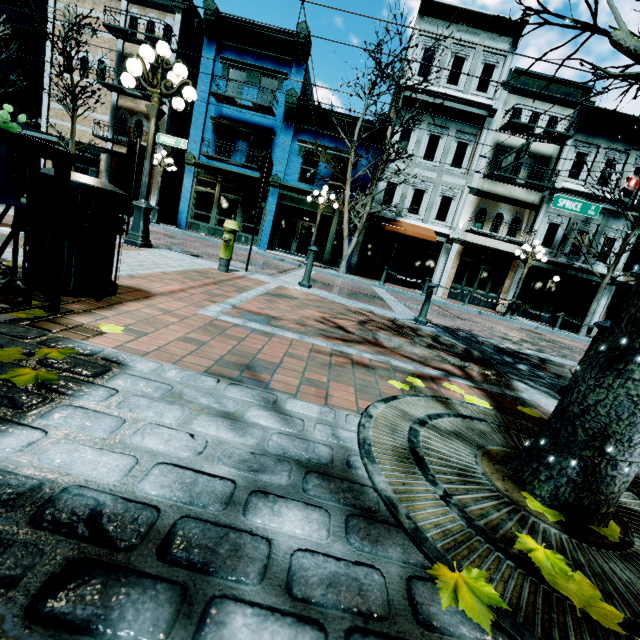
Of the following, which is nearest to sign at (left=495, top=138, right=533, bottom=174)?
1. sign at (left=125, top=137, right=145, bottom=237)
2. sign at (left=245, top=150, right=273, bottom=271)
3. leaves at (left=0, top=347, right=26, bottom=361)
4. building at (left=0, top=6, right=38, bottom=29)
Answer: sign at (left=245, top=150, right=273, bottom=271)

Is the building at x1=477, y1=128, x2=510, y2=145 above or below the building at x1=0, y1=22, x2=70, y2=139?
above

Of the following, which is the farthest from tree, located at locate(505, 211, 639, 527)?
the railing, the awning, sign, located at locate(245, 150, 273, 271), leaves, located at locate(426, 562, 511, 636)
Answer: the awning

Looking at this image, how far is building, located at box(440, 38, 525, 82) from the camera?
16.52m

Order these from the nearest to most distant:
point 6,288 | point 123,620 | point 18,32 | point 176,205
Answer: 1. point 123,620
2. point 6,288
3. point 18,32
4. point 176,205

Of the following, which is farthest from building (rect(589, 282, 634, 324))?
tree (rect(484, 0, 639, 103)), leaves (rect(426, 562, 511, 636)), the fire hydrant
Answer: leaves (rect(426, 562, 511, 636))

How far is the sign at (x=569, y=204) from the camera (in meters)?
11.62

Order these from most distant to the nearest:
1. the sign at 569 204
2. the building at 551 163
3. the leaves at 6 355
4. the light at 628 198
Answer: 1. the building at 551 163
2. the sign at 569 204
3. the light at 628 198
4. the leaves at 6 355
